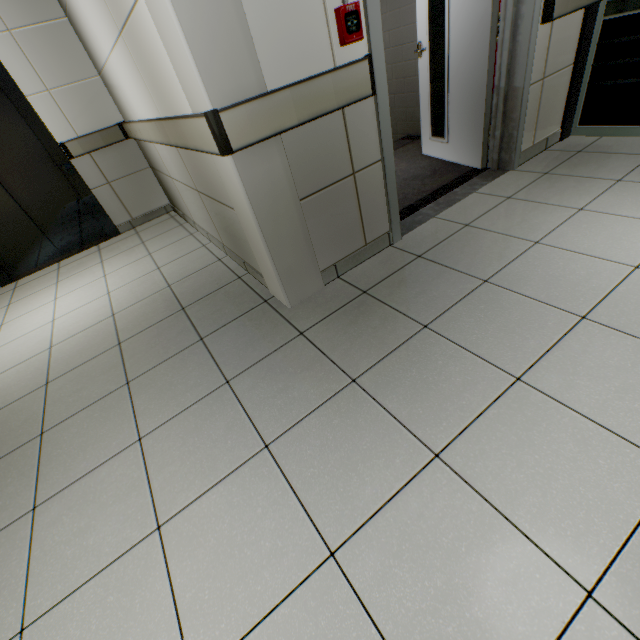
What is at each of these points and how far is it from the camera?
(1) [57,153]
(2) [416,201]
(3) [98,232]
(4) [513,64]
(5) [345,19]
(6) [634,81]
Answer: (1) elevator, 3.7m
(2) stairs, 2.9m
(3) elevator door, 4.4m
(4) door, 2.5m
(5) fire alarm, 1.5m
(6) doorway, 2.6m

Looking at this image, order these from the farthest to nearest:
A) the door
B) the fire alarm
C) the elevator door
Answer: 1. the elevator door
2. the door
3. the fire alarm

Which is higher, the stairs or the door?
the door

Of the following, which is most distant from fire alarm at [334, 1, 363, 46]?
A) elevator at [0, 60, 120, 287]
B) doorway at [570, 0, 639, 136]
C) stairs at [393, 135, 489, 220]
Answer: elevator at [0, 60, 120, 287]

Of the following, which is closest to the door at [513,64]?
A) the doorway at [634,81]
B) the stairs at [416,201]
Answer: the stairs at [416,201]

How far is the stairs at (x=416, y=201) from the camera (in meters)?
2.87

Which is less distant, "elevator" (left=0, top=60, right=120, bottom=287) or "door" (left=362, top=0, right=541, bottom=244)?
"door" (left=362, top=0, right=541, bottom=244)

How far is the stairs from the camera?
2.87m
